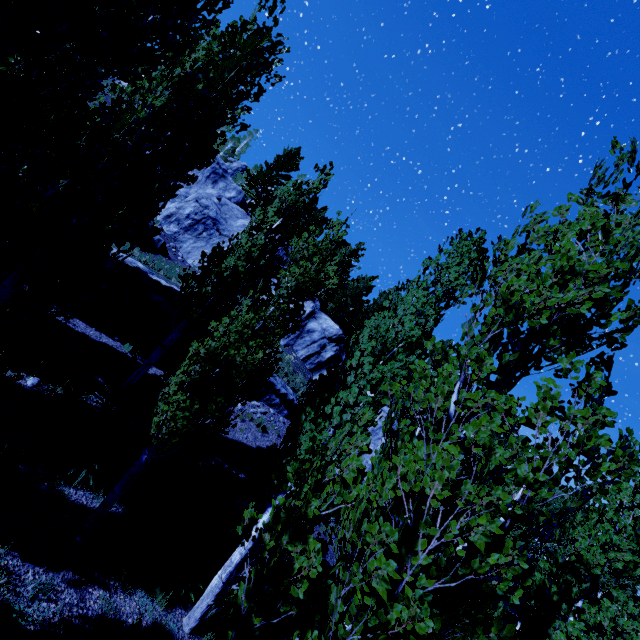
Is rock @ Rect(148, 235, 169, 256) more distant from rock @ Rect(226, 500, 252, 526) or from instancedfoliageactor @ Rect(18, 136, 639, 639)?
rock @ Rect(226, 500, 252, 526)

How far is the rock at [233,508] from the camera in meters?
11.6

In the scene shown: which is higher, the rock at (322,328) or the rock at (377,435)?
the rock at (322,328)

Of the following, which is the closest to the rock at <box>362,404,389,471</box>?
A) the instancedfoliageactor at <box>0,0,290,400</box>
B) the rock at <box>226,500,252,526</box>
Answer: the instancedfoliageactor at <box>0,0,290,400</box>

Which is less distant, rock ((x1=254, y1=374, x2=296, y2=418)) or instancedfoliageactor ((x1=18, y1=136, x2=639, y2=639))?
instancedfoliageactor ((x1=18, y1=136, x2=639, y2=639))

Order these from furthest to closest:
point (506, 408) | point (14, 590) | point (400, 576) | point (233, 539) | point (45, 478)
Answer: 1. point (233, 539)
2. point (45, 478)
3. point (14, 590)
4. point (506, 408)
5. point (400, 576)

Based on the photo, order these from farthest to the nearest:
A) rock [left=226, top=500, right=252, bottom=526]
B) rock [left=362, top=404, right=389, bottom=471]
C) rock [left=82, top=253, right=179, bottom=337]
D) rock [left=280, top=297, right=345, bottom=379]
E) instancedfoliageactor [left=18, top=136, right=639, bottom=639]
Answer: rock [left=280, top=297, right=345, bottom=379]
rock [left=362, top=404, right=389, bottom=471]
rock [left=82, top=253, right=179, bottom=337]
rock [left=226, top=500, right=252, bottom=526]
instancedfoliageactor [left=18, top=136, right=639, bottom=639]

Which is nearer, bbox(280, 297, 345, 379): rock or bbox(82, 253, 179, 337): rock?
bbox(82, 253, 179, 337): rock
